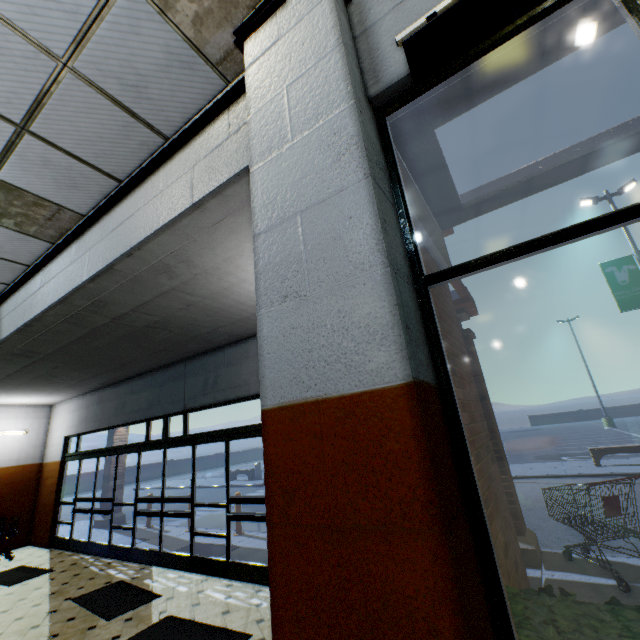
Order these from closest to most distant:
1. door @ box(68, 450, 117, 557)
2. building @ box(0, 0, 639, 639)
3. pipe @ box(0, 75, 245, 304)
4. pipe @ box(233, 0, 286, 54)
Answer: building @ box(0, 0, 639, 639), pipe @ box(233, 0, 286, 54), pipe @ box(0, 75, 245, 304), door @ box(68, 450, 117, 557)

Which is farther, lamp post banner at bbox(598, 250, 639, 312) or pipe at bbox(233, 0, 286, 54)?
lamp post banner at bbox(598, 250, 639, 312)

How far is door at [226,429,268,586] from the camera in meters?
5.1 m

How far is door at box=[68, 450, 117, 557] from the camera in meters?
7.6

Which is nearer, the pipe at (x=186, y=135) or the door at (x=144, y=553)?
the pipe at (x=186, y=135)

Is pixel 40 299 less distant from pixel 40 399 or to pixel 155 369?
pixel 155 369

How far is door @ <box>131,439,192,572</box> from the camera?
6.1 meters

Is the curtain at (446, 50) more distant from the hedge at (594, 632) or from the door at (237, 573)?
the door at (237, 573)
